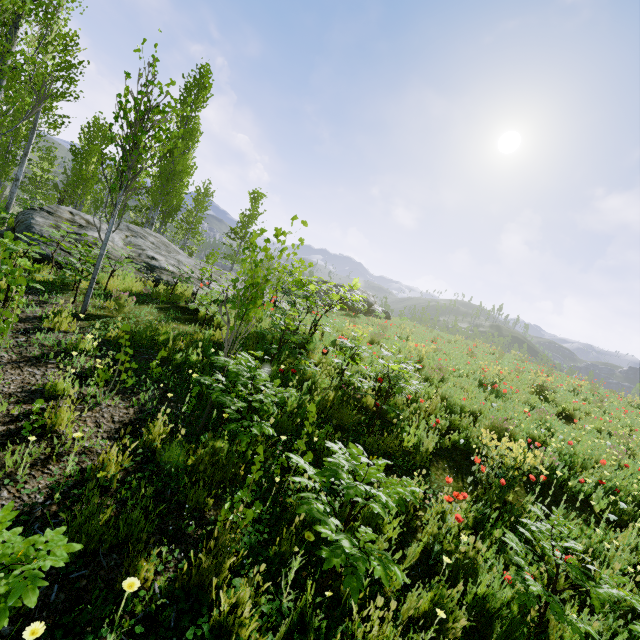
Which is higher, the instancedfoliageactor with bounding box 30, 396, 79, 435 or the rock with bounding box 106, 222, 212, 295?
the rock with bounding box 106, 222, 212, 295

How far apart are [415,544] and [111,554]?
2.43m

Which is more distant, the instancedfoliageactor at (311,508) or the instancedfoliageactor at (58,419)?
the instancedfoliageactor at (58,419)

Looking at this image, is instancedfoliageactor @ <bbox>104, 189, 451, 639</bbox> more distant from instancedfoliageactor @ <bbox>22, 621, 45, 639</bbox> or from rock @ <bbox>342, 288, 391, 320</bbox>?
rock @ <bbox>342, 288, 391, 320</bbox>

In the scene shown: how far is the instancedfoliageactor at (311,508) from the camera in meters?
Result: 2.0

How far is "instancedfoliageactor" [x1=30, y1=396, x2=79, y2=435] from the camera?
2.7m

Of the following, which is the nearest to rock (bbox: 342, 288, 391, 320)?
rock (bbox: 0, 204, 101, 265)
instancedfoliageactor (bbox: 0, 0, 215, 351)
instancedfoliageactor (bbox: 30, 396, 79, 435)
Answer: rock (bbox: 0, 204, 101, 265)

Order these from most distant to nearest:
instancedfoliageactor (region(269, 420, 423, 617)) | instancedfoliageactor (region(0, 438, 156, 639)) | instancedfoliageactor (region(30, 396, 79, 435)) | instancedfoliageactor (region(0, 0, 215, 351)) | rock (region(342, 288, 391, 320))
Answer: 1. rock (region(342, 288, 391, 320))
2. instancedfoliageactor (region(0, 0, 215, 351))
3. instancedfoliageactor (region(30, 396, 79, 435))
4. instancedfoliageactor (region(269, 420, 423, 617))
5. instancedfoliageactor (region(0, 438, 156, 639))
